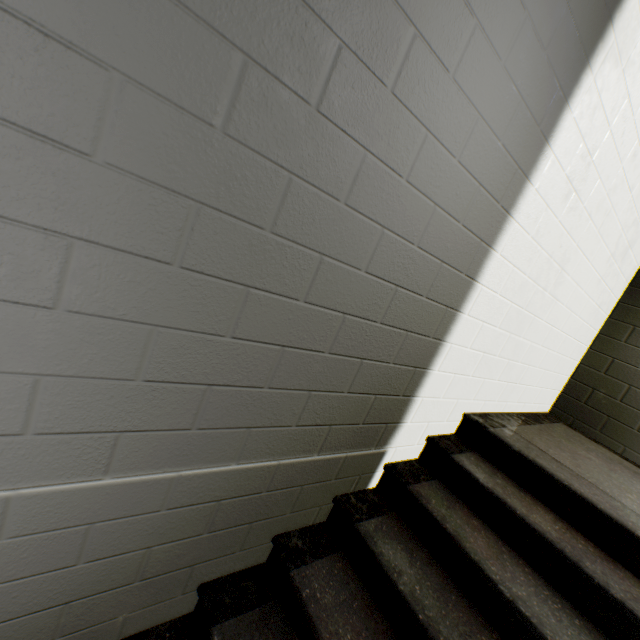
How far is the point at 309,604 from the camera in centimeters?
129cm
